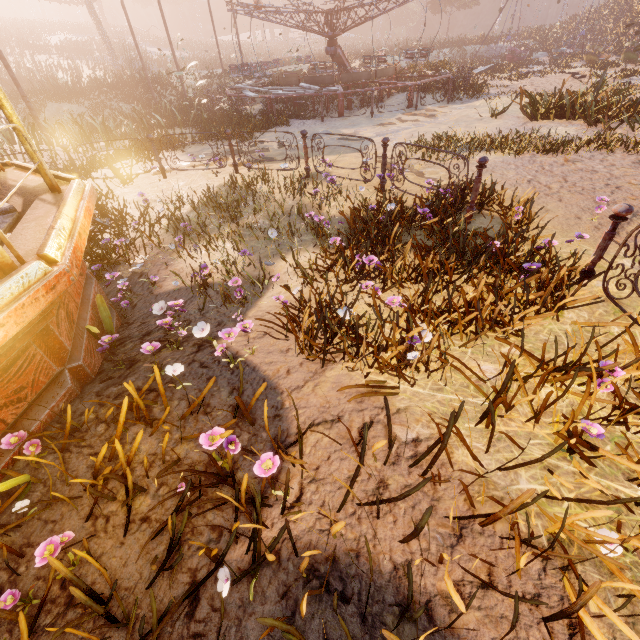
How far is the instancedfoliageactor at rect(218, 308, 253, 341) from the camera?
2.89m

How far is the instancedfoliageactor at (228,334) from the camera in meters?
2.9

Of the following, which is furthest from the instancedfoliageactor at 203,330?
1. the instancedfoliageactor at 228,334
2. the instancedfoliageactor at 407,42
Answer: the instancedfoliageactor at 407,42

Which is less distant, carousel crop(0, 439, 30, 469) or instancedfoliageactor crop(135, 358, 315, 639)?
instancedfoliageactor crop(135, 358, 315, 639)

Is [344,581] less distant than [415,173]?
Yes

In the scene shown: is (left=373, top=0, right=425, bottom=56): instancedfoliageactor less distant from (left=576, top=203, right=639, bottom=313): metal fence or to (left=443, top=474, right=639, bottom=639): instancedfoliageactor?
(left=443, top=474, right=639, bottom=639): instancedfoliageactor

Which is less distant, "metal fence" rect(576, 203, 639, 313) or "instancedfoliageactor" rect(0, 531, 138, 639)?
"instancedfoliageactor" rect(0, 531, 138, 639)

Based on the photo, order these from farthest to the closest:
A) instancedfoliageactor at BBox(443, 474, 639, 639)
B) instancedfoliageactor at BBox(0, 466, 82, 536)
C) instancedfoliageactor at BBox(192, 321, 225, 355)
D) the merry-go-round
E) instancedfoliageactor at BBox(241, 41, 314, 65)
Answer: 1. instancedfoliageactor at BBox(241, 41, 314, 65)
2. the merry-go-round
3. instancedfoliageactor at BBox(192, 321, 225, 355)
4. instancedfoliageactor at BBox(0, 466, 82, 536)
5. instancedfoliageactor at BBox(443, 474, 639, 639)
